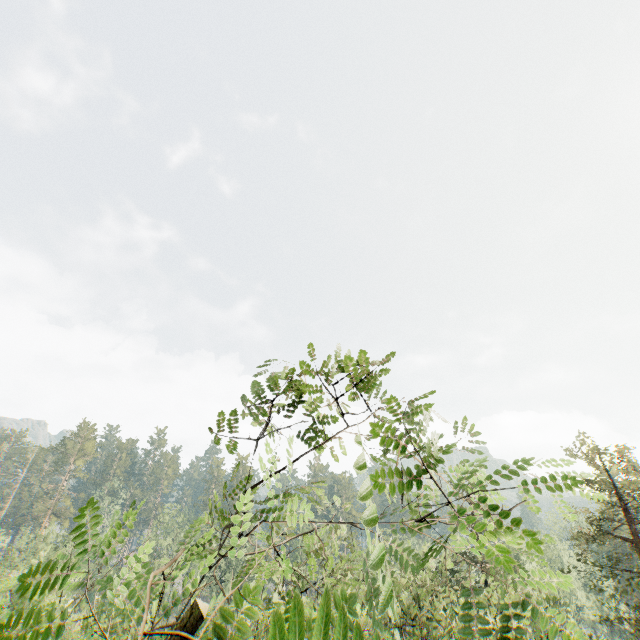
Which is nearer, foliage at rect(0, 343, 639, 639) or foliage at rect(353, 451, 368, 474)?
foliage at rect(353, 451, 368, 474)

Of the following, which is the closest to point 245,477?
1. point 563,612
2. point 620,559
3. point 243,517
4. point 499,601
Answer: point 243,517

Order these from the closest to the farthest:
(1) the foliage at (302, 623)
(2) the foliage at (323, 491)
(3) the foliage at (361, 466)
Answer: (3) the foliage at (361, 466), (1) the foliage at (302, 623), (2) the foliage at (323, 491)

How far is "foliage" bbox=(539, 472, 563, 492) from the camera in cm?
202

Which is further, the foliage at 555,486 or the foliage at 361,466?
the foliage at 555,486
